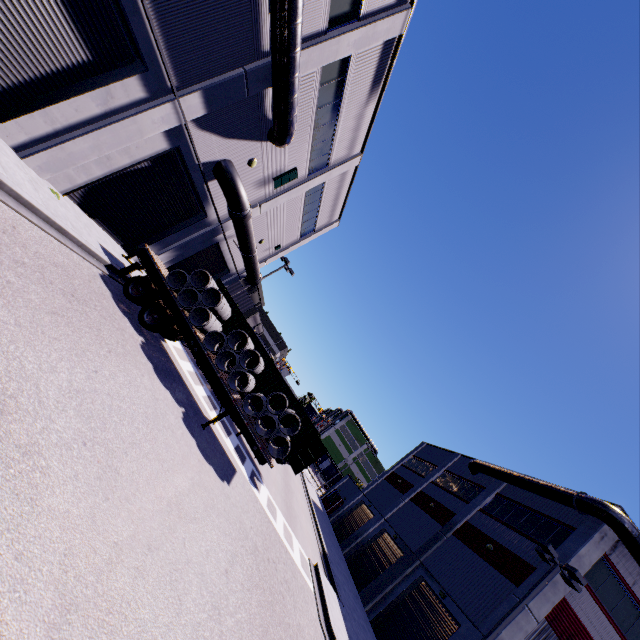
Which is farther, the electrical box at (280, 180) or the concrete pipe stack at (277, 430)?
the electrical box at (280, 180)

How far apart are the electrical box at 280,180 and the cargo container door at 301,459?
13.7m

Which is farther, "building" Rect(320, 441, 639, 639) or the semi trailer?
"building" Rect(320, 441, 639, 639)

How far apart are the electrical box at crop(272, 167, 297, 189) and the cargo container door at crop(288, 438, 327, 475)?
13.7m

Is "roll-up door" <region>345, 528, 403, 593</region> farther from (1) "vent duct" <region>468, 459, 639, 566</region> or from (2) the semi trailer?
(1) "vent duct" <region>468, 459, 639, 566</region>

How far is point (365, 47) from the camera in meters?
13.0 m

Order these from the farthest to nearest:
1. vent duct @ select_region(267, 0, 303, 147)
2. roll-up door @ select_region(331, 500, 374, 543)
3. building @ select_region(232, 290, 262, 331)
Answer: building @ select_region(232, 290, 262, 331)
roll-up door @ select_region(331, 500, 374, 543)
vent duct @ select_region(267, 0, 303, 147)

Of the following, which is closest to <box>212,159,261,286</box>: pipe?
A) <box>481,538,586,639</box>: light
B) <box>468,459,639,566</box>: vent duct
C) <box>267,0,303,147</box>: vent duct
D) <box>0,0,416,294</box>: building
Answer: <box>0,0,416,294</box>: building
